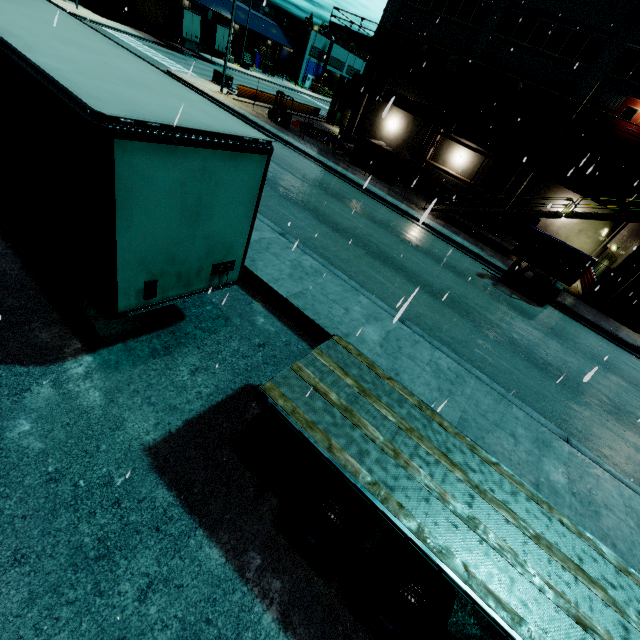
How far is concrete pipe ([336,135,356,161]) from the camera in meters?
25.8 m

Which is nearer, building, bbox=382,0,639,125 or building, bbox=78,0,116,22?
building, bbox=382,0,639,125

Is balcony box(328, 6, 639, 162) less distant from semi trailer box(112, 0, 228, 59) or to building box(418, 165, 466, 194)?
building box(418, 165, 466, 194)

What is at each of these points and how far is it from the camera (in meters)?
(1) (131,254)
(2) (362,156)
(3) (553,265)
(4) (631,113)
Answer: (1) semi trailer, 4.50
(2) tarp, 22.97
(3) tarp, 19.06
(4) door, 20.73

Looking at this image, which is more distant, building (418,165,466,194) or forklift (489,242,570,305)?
building (418,165,466,194)

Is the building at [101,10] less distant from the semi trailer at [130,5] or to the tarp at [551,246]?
the semi trailer at [130,5]

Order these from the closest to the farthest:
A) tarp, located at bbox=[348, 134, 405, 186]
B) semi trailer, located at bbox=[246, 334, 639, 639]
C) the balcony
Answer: semi trailer, located at bbox=[246, 334, 639, 639] → the balcony → tarp, located at bbox=[348, 134, 405, 186]

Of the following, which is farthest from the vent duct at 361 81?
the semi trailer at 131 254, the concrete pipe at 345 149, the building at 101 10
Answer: the concrete pipe at 345 149
